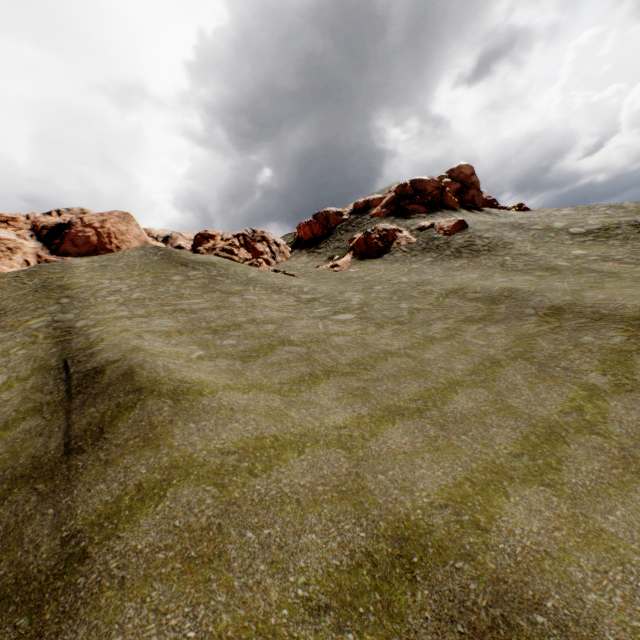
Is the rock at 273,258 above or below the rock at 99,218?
below

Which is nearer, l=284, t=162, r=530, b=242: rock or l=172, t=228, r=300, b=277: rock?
l=172, t=228, r=300, b=277: rock

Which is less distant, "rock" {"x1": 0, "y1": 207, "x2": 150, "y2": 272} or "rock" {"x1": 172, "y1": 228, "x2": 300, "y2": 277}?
"rock" {"x1": 0, "y1": 207, "x2": 150, "y2": 272}

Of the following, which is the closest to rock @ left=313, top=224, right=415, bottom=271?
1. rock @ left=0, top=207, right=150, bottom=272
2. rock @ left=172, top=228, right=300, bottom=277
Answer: rock @ left=172, top=228, right=300, bottom=277

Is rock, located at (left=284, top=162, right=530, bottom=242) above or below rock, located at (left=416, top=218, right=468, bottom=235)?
above

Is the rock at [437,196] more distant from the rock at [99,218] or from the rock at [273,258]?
the rock at [99,218]

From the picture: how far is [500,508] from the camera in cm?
657

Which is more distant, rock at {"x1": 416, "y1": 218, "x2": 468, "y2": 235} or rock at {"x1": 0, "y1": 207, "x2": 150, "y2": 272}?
rock at {"x1": 416, "y1": 218, "x2": 468, "y2": 235}
